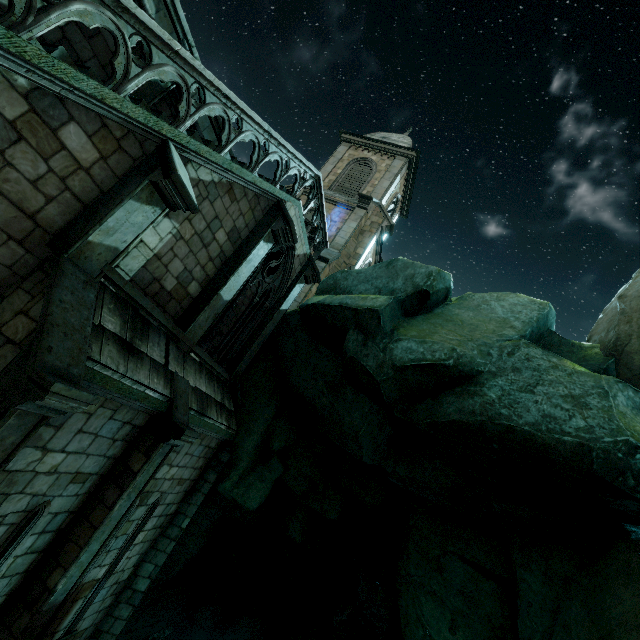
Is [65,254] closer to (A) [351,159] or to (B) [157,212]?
(B) [157,212]

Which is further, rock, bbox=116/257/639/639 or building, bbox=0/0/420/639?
rock, bbox=116/257/639/639

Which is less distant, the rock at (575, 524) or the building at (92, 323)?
the building at (92, 323)
